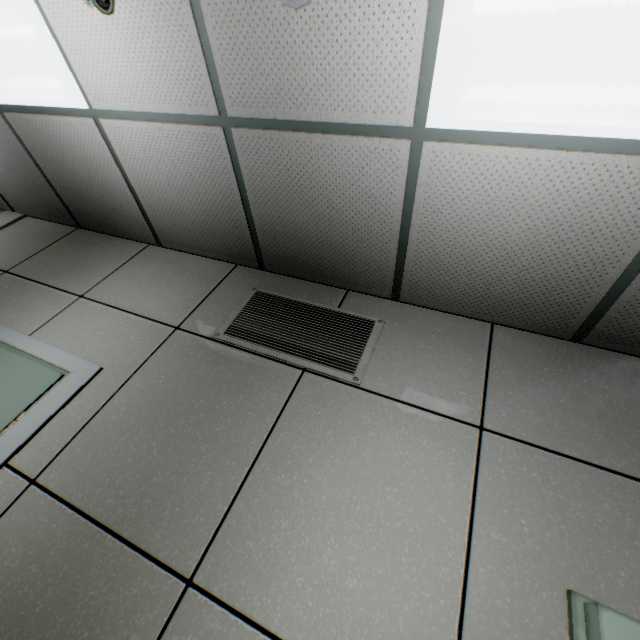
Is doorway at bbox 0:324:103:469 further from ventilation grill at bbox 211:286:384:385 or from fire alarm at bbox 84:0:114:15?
fire alarm at bbox 84:0:114:15

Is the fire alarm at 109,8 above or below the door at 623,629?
above

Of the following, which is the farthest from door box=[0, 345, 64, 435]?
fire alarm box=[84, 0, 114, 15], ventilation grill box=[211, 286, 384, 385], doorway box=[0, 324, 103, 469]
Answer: fire alarm box=[84, 0, 114, 15]

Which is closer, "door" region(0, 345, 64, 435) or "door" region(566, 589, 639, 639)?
"door" region(566, 589, 639, 639)

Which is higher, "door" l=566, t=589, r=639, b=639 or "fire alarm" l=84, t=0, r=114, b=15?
"fire alarm" l=84, t=0, r=114, b=15

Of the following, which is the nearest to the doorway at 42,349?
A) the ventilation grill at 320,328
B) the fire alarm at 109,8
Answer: the ventilation grill at 320,328

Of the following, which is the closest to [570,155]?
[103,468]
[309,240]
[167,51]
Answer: [309,240]

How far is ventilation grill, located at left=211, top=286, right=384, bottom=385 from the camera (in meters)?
1.80
